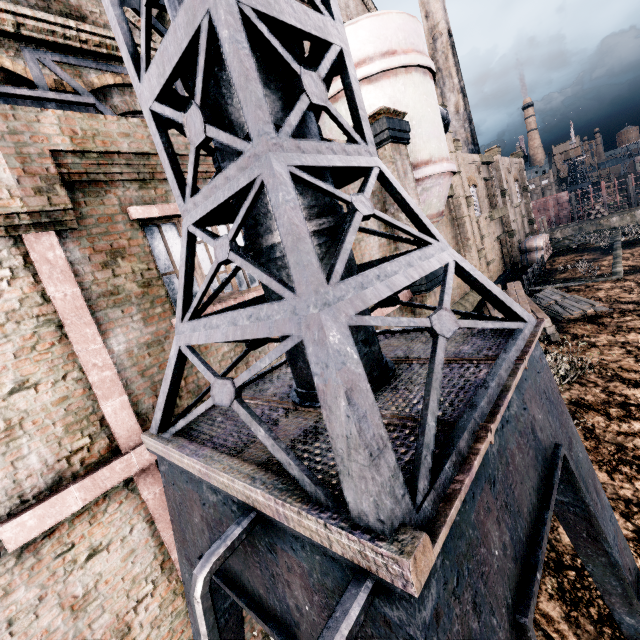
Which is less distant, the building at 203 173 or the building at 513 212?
the building at 203 173

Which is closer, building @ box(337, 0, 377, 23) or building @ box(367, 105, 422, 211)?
building @ box(367, 105, 422, 211)

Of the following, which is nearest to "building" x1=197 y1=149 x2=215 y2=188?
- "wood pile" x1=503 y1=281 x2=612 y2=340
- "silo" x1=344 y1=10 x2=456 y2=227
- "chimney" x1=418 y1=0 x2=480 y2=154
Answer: "silo" x1=344 y1=10 x2=456 y2=227

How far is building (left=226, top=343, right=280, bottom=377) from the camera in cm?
568

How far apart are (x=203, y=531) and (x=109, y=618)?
2.87m

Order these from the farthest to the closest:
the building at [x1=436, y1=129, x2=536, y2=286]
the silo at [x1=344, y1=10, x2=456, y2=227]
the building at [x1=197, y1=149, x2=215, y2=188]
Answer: the building at [x1=436, y1=129, x2=536, y2=286], the silo at [x1=344, y1=10, x2=456, y2=227], the building at [x1=197, y1=149, x2=215, y2=188]

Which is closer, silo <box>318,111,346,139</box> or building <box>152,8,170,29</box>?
building <box>152,8,170,29</box>

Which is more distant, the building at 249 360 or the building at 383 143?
the building at 383 143
